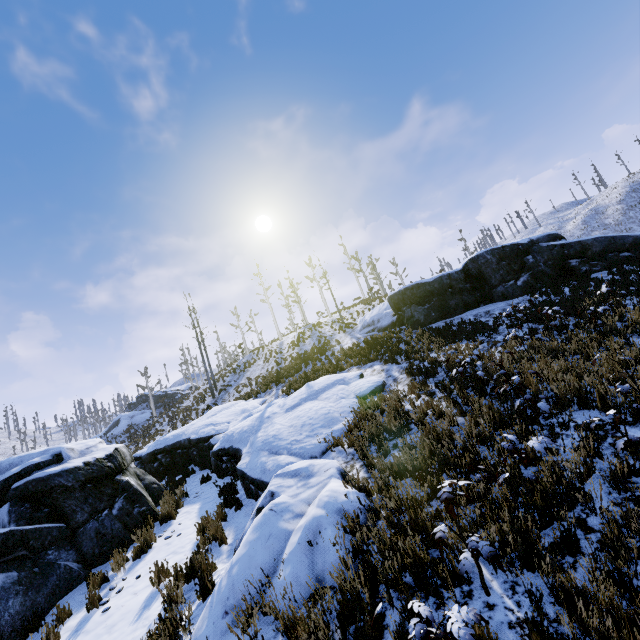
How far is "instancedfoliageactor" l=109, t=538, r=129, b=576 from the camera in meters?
6.8 m

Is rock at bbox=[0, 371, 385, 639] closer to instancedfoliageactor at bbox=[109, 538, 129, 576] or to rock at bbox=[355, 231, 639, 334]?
instancedfoliageactor at bbox=[109, 538, 129, 576]

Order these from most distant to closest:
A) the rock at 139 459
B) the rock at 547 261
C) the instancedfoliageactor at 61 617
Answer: the rock at 547 261, the instancedfoliageactor at 61 617, the rock at 139 459

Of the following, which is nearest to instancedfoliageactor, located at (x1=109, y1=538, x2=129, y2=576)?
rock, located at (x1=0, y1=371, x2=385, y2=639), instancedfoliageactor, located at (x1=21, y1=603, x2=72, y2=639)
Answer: rock, located at (x1=0, y1=371, x2=385, y2=639)

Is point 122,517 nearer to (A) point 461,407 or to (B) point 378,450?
(B) point 378,450

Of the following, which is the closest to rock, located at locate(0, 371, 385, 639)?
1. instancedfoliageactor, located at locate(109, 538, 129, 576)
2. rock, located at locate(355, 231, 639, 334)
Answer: instancedfoliageactor, located at locate(109, 538, 129, 576)

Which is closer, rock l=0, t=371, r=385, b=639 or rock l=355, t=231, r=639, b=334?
rock l=0, t=371, r=385, b=639

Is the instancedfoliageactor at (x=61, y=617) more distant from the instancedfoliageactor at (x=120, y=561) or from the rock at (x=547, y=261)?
the rock at (x=547, y=261)
